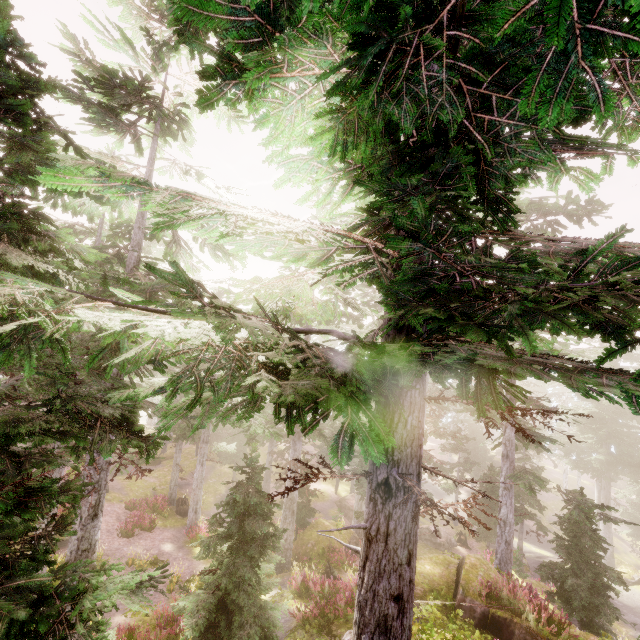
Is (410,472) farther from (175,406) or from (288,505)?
(288,505)

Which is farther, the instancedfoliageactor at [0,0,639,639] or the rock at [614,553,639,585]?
the rock at [614,553,639,585]

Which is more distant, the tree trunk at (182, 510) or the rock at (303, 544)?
the tree trunk at (182, 510)

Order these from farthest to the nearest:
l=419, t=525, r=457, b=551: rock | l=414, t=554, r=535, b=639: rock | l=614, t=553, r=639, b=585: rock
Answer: l=419, t=525, r=457, b=551: rock → l=614, t=553, r=639, b=585: rock → l=414, t=554, r=535, b=639: rock

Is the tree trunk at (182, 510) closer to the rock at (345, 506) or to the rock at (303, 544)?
the rock at (303, 544)

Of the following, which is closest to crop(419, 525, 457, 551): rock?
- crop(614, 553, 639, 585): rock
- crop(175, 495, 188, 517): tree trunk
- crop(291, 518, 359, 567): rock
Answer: crop(291, 518, 359, 567): rock

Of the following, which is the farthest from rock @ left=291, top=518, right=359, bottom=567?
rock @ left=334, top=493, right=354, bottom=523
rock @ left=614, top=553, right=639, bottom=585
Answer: rock @ left=614, top=553, right=639, bottom=585

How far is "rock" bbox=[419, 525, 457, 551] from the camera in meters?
29.2
